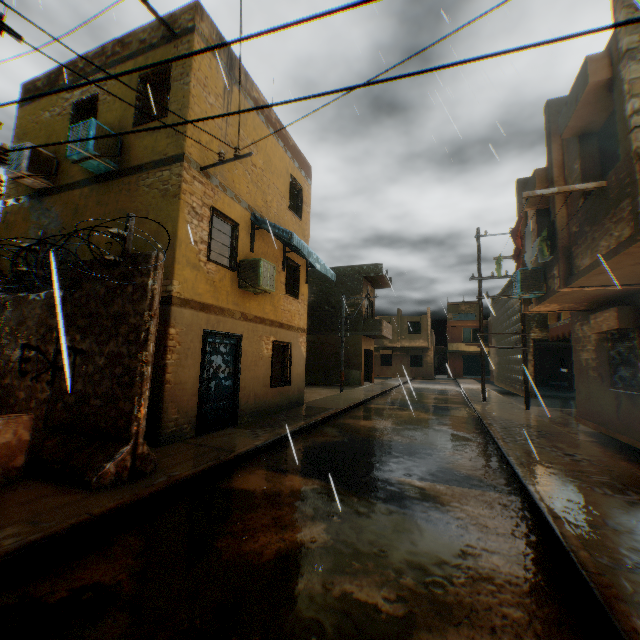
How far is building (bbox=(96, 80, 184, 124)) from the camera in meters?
7.4 m

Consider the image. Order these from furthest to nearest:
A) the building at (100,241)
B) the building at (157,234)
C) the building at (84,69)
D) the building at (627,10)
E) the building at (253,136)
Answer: the building at (253,136), the building at (84,69), the building at (100,241), the building at (157,234), the building at (627,10)

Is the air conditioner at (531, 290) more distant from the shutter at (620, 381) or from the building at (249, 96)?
the shutter at (620, 381)

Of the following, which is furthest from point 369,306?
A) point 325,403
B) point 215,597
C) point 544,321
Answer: point 215,597

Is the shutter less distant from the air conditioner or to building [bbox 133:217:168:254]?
building [bbox 133:217:168:254]
